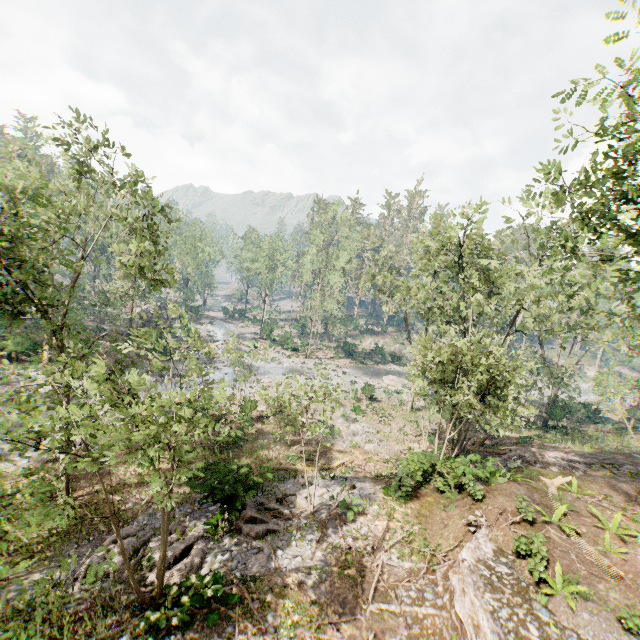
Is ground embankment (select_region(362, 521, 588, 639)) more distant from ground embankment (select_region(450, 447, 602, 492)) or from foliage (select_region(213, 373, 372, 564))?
ground embankment (select_region(450, 447, 602, 492))

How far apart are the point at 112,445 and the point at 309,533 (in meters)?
11.40

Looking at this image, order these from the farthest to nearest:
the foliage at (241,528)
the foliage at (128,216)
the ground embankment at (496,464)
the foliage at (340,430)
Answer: the foliage at (340,430)
the ground embankment at (496,464)
the foliage at (241,528)
the foliage at (128,216)

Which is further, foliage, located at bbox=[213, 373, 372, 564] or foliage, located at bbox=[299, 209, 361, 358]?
foliage, located at bbox=[299, 209, 361, 358]

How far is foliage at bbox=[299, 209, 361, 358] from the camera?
44.6 meters

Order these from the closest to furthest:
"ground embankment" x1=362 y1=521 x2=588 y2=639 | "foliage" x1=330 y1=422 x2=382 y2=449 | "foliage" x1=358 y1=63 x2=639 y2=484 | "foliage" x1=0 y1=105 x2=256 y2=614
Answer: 1. "foliage" x1=0 y1=105 x2=256 y2=614
2. "ground embankment" x1=362 y1=521 x2=588 y2=639
3. "foliage" x1=358 y1=63 x2=639 y2=484
4. "foliage" x1=330 y1=422 x2=382 y2=449

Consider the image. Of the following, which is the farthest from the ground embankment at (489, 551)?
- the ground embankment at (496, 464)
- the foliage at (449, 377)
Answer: the ground embankment at (496, 464)
